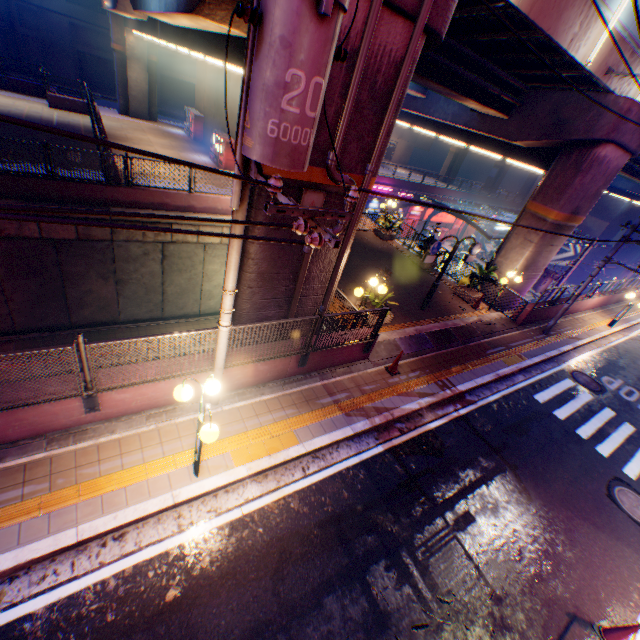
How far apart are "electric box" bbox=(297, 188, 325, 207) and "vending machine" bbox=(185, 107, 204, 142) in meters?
26.3

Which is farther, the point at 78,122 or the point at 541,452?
the point at 78,122

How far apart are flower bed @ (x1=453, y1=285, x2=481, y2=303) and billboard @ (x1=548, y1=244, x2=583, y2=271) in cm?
4273

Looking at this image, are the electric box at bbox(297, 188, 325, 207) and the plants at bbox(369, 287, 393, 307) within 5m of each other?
yes

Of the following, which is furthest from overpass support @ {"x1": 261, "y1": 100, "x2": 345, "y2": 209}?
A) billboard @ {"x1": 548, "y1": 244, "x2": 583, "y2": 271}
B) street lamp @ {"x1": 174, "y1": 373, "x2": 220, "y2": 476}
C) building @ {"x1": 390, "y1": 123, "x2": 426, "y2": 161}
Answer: building @ {"x1": 390, "y1": 123, "x2": 426, "y2": 161}

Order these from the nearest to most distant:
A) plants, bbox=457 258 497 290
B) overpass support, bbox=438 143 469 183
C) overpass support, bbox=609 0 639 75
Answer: overpass support, bbox=609 0 639 75 < plants, bbox=457 258 497 290 < overpass support, bbox=438 143 469 183

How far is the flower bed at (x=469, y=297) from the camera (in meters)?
15.68

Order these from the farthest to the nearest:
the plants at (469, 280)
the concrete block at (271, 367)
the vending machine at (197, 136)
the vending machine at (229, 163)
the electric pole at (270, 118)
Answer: the vending machine at (197, 136), the vending machine at (229, 163), the plants at (469, 280), the concrete block at (271, 367), the electric pole at (270, 118)
